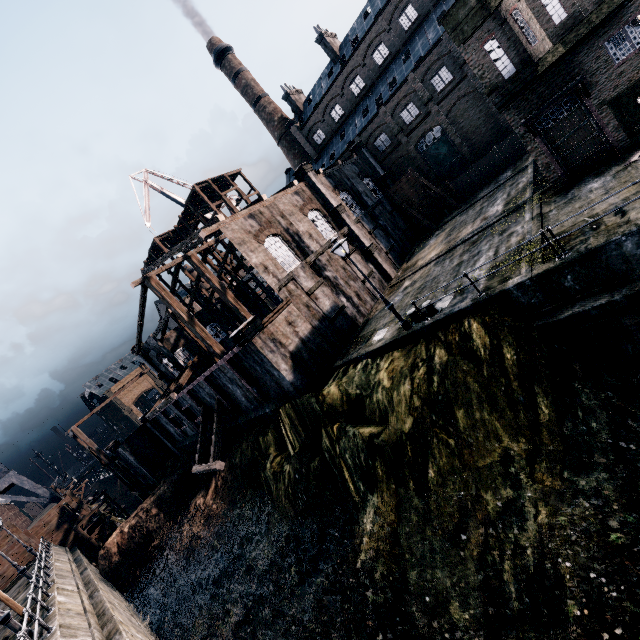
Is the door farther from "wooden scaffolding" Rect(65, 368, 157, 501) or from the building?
"wooden scaffolding" Rect(65, 368, 157, 501)

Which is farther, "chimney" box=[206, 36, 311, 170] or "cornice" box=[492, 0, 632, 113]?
"chimney" box=[206, 36, 311, 170]

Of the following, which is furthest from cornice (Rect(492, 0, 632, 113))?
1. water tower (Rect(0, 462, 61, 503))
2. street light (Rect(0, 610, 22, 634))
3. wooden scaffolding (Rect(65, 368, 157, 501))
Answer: water tower (Rect(0, 462, 61, 503))

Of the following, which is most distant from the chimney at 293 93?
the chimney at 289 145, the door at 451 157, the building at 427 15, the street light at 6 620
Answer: the street light at 6 620

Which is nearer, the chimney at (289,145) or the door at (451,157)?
the door at (451,157)

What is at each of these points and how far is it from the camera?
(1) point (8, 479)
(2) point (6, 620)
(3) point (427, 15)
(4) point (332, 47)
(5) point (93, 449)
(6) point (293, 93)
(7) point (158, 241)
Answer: (1) water tower, 37.97m
(2) street light, 12.57m
(3) building, 37.16m
(4) chimney, 45.44m
(5) wooden scaffolding, 37.38m
(6) chimney, 52.53m
(7) wooden scaffolding, 43.69m

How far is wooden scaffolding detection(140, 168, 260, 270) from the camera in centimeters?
4088cm

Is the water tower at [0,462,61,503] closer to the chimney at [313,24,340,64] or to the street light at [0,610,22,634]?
the street light at [0,610,22,634]
